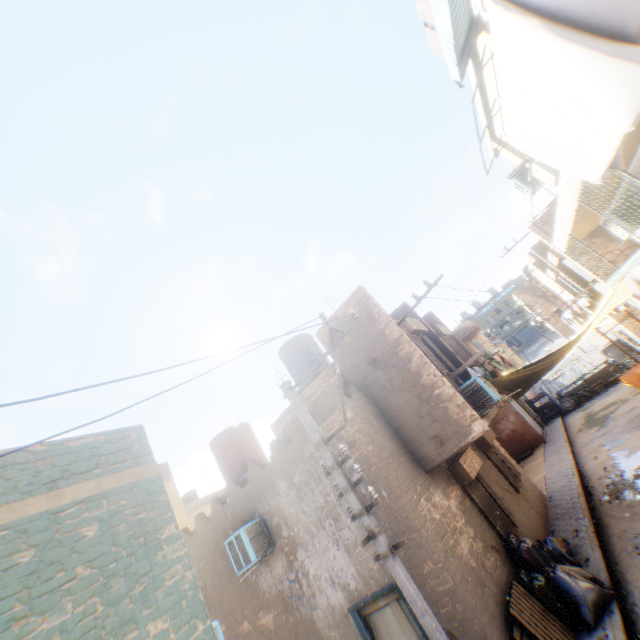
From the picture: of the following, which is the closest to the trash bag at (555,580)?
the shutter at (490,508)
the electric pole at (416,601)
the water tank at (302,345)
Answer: the shutter at (490,508)

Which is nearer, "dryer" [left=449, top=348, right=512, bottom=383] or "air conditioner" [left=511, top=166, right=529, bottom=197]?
"dryer" [left=449, top=348, right=512, bottom=383]

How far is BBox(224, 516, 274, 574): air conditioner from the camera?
7.75m

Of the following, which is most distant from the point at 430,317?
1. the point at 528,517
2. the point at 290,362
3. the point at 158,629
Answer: the point at 158,629

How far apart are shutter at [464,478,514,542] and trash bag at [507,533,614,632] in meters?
0.0

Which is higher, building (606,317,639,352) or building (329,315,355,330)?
building (329,315,355,330)

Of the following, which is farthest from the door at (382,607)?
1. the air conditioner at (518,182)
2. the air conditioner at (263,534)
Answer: the air conditioner at (518,182)

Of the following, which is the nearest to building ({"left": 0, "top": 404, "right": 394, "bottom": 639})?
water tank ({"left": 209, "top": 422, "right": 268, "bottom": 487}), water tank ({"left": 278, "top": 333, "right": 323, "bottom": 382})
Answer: water tank ({"left": 209, "top": 422, "right": 268, "bottom": 487})
